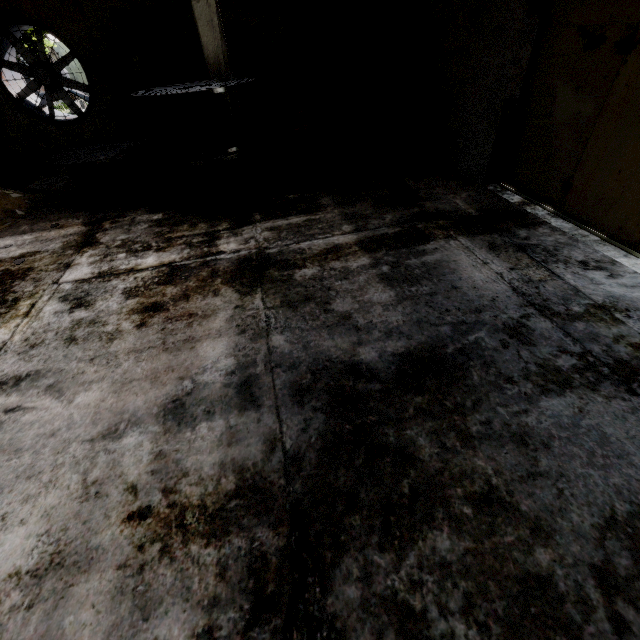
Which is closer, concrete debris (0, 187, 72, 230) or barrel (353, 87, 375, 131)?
concrete debris (0, 187, 72, 230)

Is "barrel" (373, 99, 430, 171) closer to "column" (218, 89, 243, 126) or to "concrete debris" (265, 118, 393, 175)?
"concrete debris" (265, 118, 393, 175)

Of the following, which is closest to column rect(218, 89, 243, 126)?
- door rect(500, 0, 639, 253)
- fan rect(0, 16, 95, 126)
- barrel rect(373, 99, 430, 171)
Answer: barrel rect(373, 99, 430, 171)

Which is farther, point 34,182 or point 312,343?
point 34,182

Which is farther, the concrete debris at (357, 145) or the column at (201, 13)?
the concrete debris at (357, 145)

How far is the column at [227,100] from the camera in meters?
6.7 m

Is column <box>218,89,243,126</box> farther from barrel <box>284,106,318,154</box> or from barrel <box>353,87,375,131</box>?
barrel <box>353,87,375,131</box>

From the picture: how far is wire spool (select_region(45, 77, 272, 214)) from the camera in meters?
5.4
